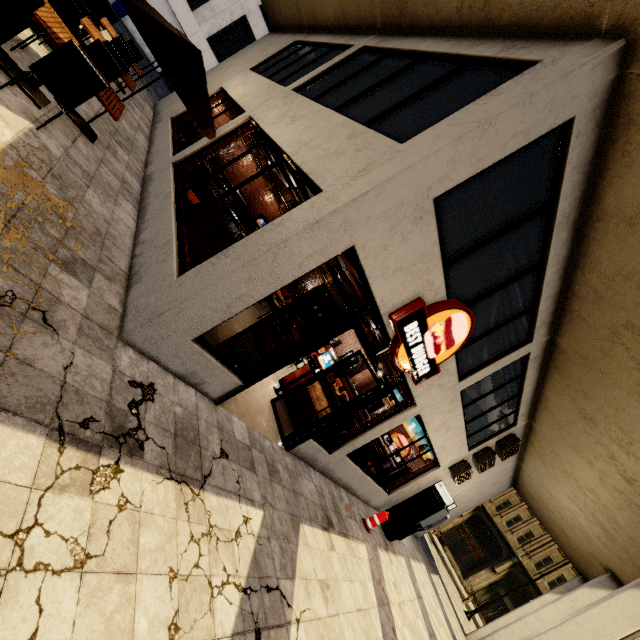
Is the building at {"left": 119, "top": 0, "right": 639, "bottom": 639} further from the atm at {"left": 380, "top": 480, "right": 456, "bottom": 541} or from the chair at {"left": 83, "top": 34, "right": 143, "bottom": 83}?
the chair at {"left": 83, "top": 34, "right": 143, "bottom": 83}

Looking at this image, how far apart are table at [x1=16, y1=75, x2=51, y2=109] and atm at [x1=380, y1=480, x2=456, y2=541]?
12.9m

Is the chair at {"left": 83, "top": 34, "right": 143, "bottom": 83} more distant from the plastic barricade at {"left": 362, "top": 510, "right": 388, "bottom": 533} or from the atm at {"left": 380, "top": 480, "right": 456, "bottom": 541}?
the atm at {"left": 380, "top": 480, "right": 456, "bottom": 541}

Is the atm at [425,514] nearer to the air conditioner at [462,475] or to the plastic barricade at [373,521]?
A: the air conditioner at [462,475]

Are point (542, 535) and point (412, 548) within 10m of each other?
no

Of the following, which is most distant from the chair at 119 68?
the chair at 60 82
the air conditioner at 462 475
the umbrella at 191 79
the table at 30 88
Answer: the air conditioner at 462 475

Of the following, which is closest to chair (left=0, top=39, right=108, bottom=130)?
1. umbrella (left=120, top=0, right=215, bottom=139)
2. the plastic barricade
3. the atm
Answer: umbrella (left=120, top=0, right=215, bottom=139)

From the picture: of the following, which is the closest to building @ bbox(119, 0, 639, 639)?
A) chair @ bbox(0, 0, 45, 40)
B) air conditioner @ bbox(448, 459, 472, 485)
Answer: air conditioner @ bbox(448, 459, 472, 485)
